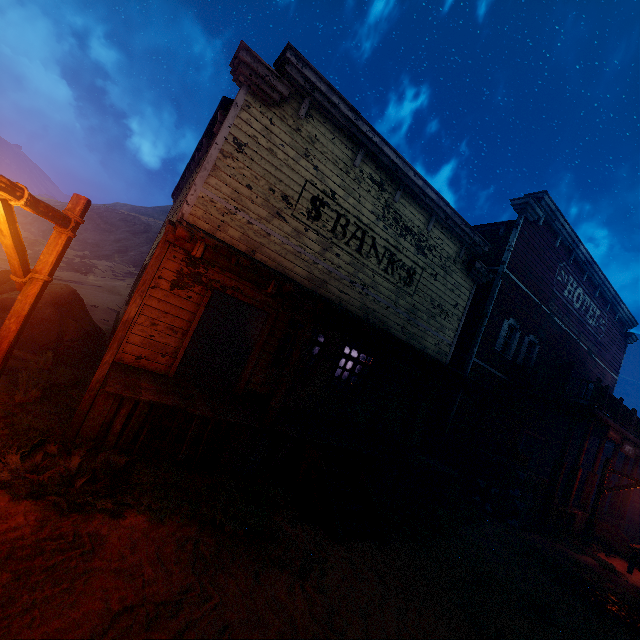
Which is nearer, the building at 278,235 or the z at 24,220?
the building at 278,235

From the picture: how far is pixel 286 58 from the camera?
7.4 meters

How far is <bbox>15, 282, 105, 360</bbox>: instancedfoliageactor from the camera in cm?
805

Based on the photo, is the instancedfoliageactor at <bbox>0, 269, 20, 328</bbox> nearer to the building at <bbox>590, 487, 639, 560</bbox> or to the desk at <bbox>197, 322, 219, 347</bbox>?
the building at <bbox>590, 487, 639, 560</bbox>

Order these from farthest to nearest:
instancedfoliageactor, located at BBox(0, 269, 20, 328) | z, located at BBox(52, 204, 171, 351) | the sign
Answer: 1. z, located at BBox(52, 204, 171, 351)
2. the sign
3. instancedfoliageactor, located at BBox(0, 269, 20, 328)

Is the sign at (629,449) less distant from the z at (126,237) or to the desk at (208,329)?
the z at (126,237)

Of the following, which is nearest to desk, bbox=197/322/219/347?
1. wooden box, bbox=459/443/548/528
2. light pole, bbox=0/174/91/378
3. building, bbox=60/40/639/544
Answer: building, bbox=60/40/639/544

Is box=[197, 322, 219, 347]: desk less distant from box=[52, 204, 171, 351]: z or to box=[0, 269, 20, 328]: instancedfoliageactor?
box=[52, 204, 171, 351]: z
